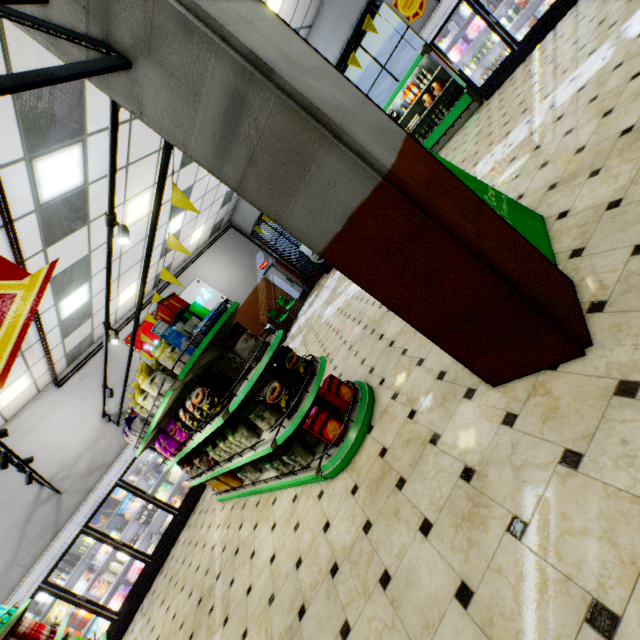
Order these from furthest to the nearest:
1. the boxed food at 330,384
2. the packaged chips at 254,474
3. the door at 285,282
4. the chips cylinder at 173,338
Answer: the door at 285,282 < the packaged chips at 254,474 < the boxed food at 330,384 < the chips cylinder at 173,338

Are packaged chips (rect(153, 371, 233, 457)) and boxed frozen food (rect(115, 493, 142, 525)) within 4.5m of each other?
no

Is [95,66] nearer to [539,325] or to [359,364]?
[539,325]

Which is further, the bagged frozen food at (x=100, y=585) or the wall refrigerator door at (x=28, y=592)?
the bagged frozen food at (x=100, y=585)

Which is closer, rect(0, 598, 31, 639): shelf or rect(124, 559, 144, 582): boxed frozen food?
rect(0, 598, 31, 639): shelf

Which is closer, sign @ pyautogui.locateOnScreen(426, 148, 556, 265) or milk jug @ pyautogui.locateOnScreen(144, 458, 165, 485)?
sign @ pyautogui.locateOnScreen(426, 148, 556, 265)

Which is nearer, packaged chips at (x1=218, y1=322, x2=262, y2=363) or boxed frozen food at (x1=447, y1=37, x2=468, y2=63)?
packaged chips at (x1=218, y1=322, x2=262, y2=363)

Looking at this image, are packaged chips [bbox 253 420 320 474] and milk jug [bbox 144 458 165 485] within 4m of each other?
no
